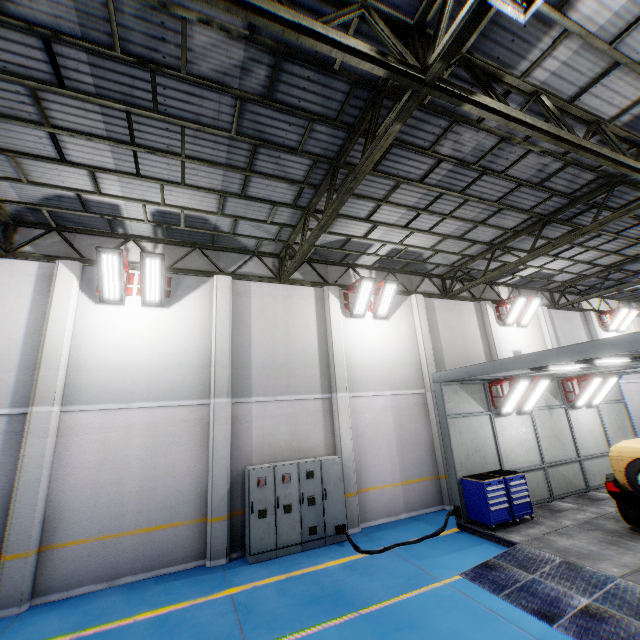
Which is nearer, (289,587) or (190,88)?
(190,88)

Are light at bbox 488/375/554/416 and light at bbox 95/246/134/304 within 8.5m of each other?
no

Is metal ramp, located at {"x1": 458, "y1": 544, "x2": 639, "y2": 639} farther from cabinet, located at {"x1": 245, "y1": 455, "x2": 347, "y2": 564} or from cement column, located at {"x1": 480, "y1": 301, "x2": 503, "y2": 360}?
cement column, located at {"x1": 480, "y1": 301, "x2": 503, "y2": 360}

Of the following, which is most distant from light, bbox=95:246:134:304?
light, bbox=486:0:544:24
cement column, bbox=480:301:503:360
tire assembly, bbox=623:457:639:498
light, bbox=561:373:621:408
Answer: light, bbox=561:373:621:408

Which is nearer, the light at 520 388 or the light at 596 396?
the light at 520 388

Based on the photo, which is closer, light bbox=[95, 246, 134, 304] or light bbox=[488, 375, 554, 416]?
light bbox=[95, 246, 134, 304]

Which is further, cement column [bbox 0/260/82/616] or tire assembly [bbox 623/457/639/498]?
tire assembly [bbox 623/457/639/498]

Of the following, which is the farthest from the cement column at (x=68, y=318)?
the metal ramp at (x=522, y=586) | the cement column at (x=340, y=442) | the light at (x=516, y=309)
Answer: the light at (x=516, y=309)
